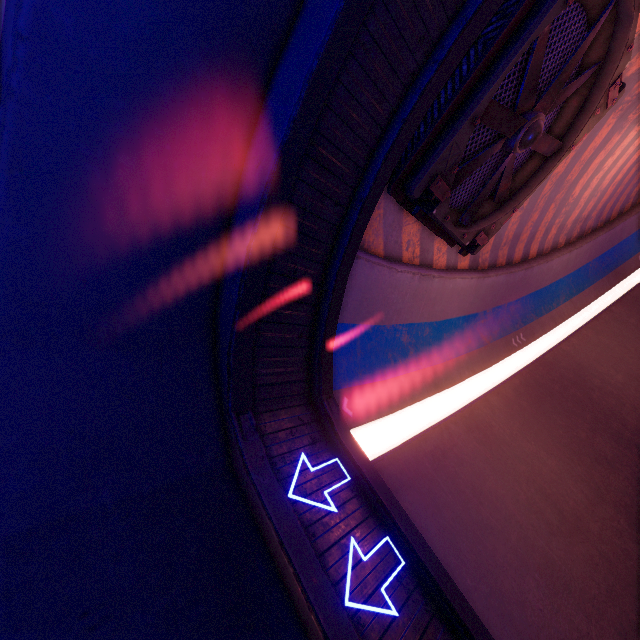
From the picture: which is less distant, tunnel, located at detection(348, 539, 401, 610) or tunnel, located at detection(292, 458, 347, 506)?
tunnel, located at detection(348, 539, 401, 610)

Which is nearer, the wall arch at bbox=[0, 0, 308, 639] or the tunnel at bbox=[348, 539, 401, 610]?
the wall arch at bbox=[0, 0, 308, 639]

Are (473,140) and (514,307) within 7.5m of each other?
no

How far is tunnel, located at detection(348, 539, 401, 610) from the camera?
4.1m

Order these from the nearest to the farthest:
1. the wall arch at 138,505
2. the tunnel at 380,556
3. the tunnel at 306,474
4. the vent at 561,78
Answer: the wall arch at 138,505, the tunnel at 380,556, the tunnel at 306,474, the vent at 561,78

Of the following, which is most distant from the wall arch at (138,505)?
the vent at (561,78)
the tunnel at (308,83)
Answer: the vent at (561,78)
